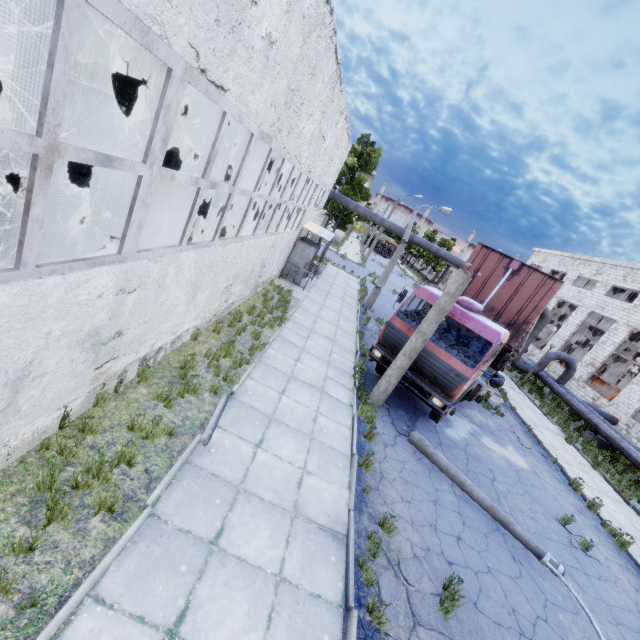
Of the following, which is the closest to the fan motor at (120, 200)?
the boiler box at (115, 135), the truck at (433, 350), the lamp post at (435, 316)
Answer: the boiler box at (115, 135)

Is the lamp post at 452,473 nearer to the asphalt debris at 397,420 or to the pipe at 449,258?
the asphalt debris at 397,420

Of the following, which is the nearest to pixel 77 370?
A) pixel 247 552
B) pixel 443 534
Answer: pixel 247 552

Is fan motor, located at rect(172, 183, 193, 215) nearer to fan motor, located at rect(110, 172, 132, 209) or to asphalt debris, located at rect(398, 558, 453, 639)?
fan motor, located at rect(110, 172, 132, 209)

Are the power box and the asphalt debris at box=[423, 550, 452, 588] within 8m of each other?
no

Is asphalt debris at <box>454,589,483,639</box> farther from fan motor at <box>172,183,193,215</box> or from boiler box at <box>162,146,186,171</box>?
boiler box at <box>162,146,186,171</box>

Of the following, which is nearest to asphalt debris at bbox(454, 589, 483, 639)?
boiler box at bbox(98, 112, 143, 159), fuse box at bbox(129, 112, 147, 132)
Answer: boiler box at bbox(98, 112, 143, 159)

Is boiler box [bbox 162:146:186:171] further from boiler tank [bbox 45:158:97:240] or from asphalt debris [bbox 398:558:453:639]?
asphalt debris [bbox 398:558:453:639]
